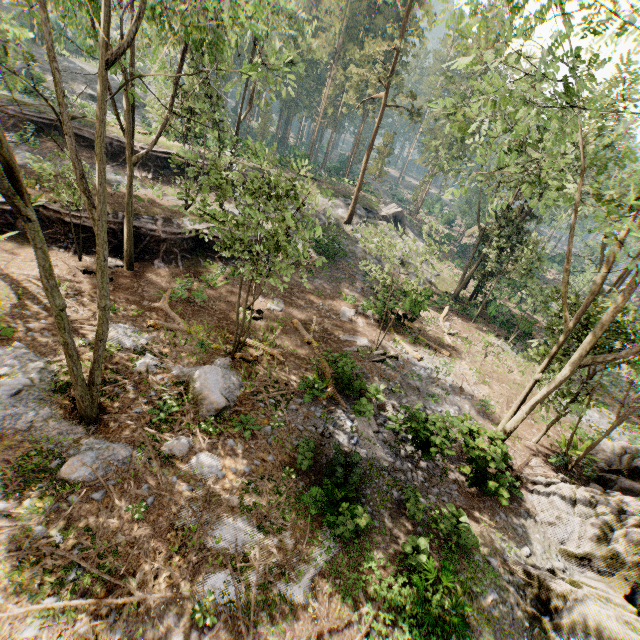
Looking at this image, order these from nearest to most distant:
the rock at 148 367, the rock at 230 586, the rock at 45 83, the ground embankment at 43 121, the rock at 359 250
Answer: the rock at 230 586 < the rock at 148 367 < the ground embankment at 43 121 < the rock at 359 250 < the rock at 45 83

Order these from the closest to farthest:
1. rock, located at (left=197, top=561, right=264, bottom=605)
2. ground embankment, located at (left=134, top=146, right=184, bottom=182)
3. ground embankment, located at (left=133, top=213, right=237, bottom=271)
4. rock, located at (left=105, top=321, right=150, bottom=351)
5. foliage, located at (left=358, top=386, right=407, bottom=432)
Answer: rock, located at (left=197, top=561, right=264, bottom=605) → rock, located at (left=105, top=321, right=150, bottom=351) → foliage, located at (left=358, top=386, right=407, bottom=432) → ground embankment, located at (left=133, top=213, right=237, bottom=271) → ground embankment, located at (left=134, top=146, right=184, bottom=182)

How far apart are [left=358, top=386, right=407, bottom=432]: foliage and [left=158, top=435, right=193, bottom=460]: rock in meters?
6.3

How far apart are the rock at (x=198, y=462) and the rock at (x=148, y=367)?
1.3 meters

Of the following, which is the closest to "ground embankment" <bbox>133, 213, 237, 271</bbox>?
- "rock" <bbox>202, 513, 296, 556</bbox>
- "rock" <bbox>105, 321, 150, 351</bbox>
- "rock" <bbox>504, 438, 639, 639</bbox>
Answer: "rock" <bbox>105, 321, 150, 351</bbox>

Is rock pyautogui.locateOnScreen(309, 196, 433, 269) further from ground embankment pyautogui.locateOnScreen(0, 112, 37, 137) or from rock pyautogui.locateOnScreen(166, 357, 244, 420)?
rock pyautogui.locateOnScreen(166, 357, 244, 420)

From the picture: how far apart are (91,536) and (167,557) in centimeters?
190cm

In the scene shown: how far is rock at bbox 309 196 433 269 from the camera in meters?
33.2 m
